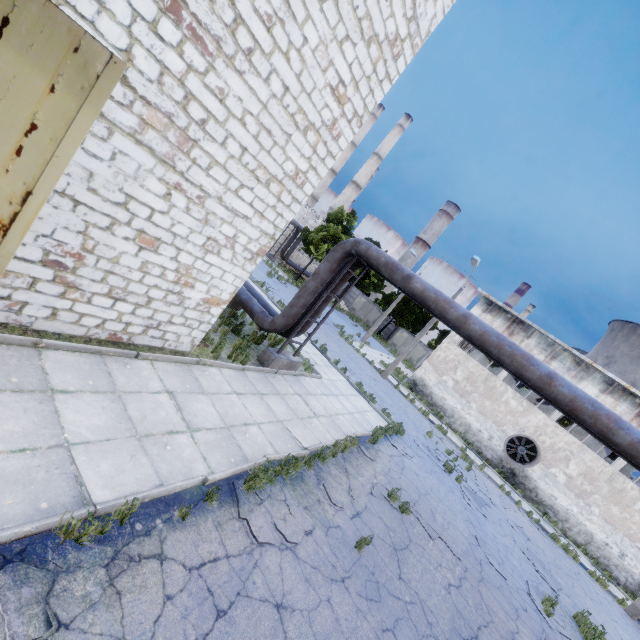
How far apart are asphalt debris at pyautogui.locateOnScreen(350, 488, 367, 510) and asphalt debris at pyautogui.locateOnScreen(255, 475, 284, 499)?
1.0m

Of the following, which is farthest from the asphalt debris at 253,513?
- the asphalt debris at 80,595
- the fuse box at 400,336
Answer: the fuse box at 400,336

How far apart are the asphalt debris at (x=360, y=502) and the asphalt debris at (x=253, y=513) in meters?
1.0 m

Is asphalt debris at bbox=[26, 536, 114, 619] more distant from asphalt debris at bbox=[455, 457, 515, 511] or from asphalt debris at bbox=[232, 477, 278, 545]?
asphalt debris at bbox=[455, 457, 515, 511]

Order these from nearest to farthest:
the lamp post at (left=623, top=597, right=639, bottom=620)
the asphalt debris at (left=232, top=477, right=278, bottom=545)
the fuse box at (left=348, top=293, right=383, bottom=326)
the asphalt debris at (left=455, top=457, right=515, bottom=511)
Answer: the asphalt debris at (left=232, top=477, right=278, bottom=545)
the asphalt debris at (left=455, top=457, right=515, bottom=511)
the lamp post at (left=623, top=597, right=639, bottom=620)
the fuse box at (left=348, top=293, right=383, bottom=326)

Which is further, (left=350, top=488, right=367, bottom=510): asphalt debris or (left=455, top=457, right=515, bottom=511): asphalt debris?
(left=455, top=457, right=515, bottom=511): asphalt debris

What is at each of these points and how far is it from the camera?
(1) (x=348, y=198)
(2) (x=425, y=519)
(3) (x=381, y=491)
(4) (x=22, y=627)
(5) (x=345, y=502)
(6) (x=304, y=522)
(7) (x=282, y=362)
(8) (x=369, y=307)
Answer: (1) chimney, 59.2m
(2) asphalt debris, 9.5m
(3) asphalt debris, 9.1m
(4) asphalt debris, 2.7m
(5) asphalt debris, 7.5m
(6) asphalt debris, 6.0m
(7) pipe holder, 11.0m
(8) fuse box, 51.3m

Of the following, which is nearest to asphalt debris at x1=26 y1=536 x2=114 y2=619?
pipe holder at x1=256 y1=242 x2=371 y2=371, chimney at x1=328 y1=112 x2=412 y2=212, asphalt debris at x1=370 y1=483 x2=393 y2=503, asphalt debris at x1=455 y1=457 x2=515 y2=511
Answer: asphalt debris at x1=370 y1=483 x2=393 y2=503
